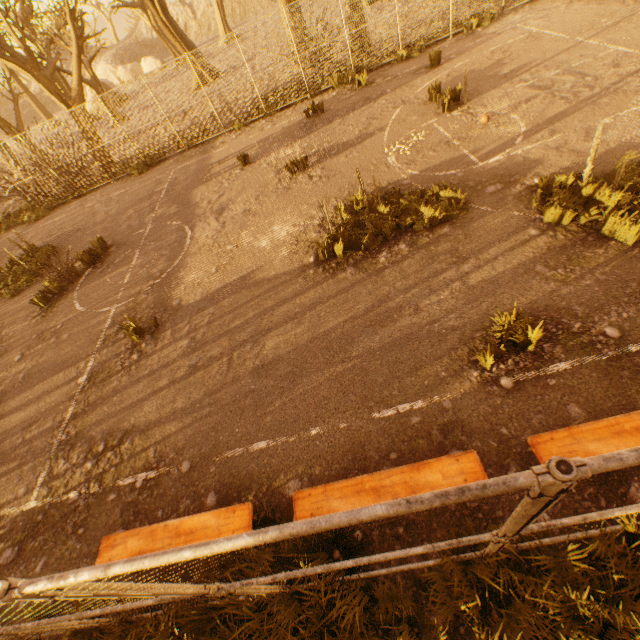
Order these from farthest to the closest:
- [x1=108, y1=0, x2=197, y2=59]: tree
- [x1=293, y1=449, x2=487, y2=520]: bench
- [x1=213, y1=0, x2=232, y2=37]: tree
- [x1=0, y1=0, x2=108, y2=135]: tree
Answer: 1. [x1=213, y1=0, x2=232, y2=37]: tree
2. [x1=108, y1=0, x2=197, y2=59]: tree
3. [x1=0, y1=0, x2=108, y2=135]: tree
4. [x1=293, y1=449, x2=487, y2=520]: bench

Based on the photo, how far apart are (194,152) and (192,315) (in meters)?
10.78

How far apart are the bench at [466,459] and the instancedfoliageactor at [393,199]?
4.2 meters

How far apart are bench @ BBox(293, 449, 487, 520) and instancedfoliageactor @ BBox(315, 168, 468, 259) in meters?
4.2 m

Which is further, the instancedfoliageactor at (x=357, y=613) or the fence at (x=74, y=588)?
the instancedfoliageactor at (x=357, y=613)

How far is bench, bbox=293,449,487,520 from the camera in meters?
3.2

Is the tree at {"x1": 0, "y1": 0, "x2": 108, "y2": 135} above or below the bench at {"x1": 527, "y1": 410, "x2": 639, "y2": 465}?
above

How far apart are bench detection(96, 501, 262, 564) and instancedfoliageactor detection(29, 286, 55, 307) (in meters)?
8.16
